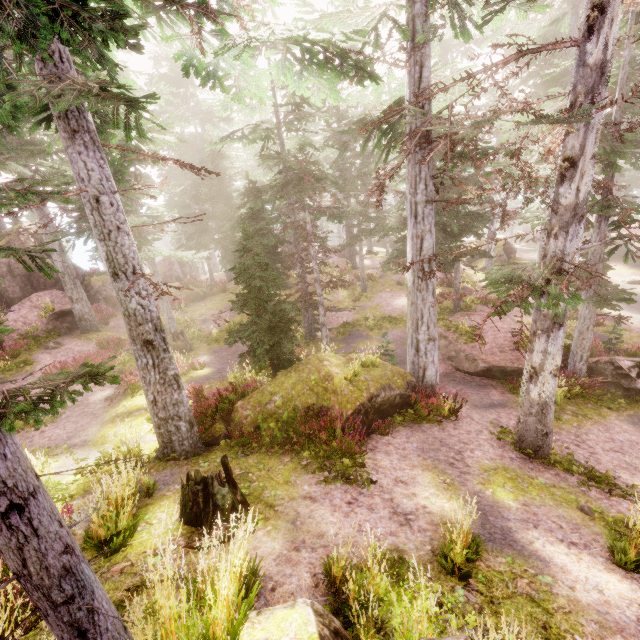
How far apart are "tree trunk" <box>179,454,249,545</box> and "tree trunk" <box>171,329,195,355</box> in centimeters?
1362cm

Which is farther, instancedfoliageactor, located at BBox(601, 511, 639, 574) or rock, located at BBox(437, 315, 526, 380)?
rock, located at BBox(437, 315, 526, 380)

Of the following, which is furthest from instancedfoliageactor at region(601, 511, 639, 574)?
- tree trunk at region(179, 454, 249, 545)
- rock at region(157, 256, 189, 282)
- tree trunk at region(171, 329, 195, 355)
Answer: tree trunk at region(179, 454, 249, 545)

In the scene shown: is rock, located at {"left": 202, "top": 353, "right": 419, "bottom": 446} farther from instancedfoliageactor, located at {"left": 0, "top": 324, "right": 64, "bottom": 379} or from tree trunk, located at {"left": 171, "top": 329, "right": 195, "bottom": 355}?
tree trunk, located at {"left": 171, "top": 329, "right": 195, "bottom": 355}

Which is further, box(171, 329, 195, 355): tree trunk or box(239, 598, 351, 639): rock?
box(171, 329, 195, 355): tree trunk

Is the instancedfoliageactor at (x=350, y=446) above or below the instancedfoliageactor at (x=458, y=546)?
below

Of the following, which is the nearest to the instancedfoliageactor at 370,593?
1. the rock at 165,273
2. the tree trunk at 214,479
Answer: the rock at 165,273

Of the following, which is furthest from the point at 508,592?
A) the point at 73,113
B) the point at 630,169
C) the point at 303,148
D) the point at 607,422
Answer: the point at 630,169
